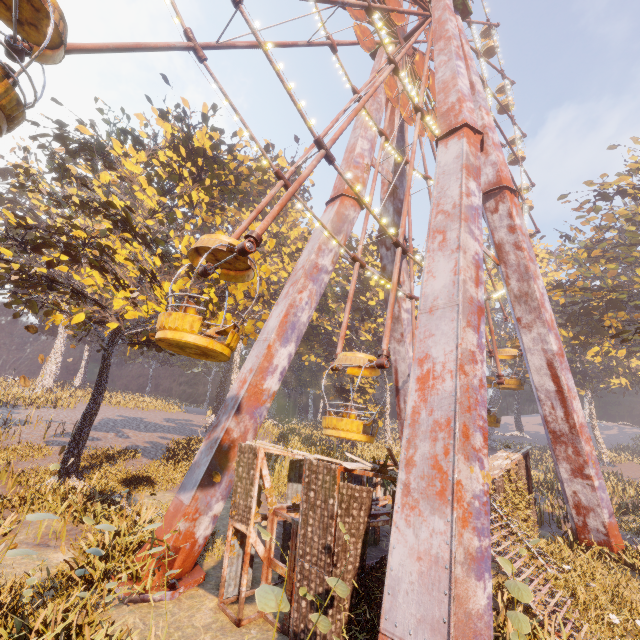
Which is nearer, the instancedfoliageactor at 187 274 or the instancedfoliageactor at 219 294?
the instancedfoliageactor at 187 274

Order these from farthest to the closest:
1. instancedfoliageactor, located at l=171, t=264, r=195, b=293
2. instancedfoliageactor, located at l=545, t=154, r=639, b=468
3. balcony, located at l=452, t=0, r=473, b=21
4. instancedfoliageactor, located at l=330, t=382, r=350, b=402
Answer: instancedfoliageactor, located at l=330, t=382, r=350, b=402
instancedfoliageactor, located at l=545, t=154, r=639, b=468
balcony, located at l=452, t=0, r=473, b=21
instancedfoliageactor, located at l=171, t=264, r=195, b=293

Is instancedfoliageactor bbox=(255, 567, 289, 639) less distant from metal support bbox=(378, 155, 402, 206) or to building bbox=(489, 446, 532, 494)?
building bbox=(489, 446, 532, 494)

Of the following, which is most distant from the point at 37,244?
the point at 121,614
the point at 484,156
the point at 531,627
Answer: the point at 484,156

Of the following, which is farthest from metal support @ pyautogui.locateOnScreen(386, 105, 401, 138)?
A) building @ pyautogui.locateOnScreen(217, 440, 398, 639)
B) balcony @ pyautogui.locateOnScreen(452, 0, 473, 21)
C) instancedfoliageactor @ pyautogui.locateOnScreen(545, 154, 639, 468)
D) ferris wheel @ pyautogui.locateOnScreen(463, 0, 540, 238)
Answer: instancedfoliageactor @ pyautogui.locateOnScreen(545, 154, 639, 468)

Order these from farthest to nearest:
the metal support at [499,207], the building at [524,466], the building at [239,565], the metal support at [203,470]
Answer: the building at [524,466] < the metal support at [203,470] < the building at [239,565] < the metal support at [499,207]

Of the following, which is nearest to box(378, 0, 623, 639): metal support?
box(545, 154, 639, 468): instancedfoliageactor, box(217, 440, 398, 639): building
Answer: box(217, 440, 398, 639): building

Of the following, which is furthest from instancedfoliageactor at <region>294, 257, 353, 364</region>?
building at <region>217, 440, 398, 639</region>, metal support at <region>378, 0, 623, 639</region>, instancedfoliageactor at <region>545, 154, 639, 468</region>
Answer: instancedfoliageactor at <region>545, 154, 639, 468</region>
